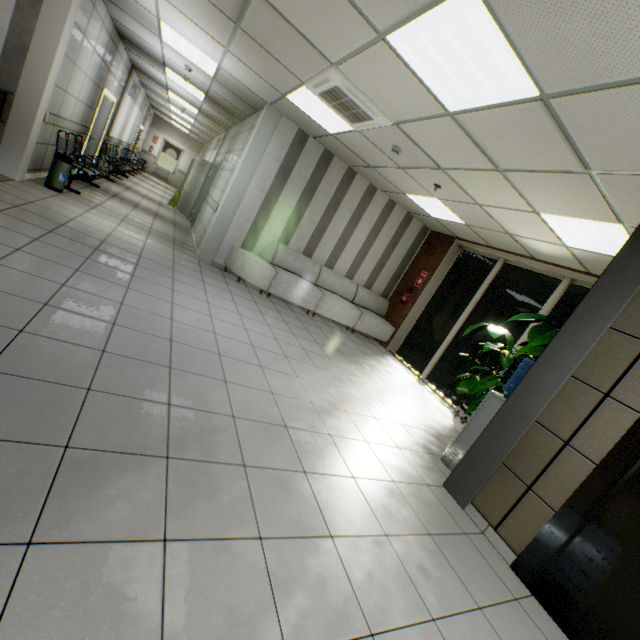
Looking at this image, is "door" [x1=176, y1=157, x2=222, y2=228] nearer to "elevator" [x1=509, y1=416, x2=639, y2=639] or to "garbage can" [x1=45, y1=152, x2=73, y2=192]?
"garbage can" [x1=45, y1=152, x2=73, y2=192]

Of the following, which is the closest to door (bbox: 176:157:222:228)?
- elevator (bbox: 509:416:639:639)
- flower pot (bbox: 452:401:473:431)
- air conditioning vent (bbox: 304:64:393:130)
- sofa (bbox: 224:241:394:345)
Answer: sofa (bbox: 224:241:394:345)

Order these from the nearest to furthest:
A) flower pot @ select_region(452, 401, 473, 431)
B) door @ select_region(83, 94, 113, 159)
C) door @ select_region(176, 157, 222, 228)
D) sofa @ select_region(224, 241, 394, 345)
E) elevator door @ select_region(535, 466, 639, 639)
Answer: elevator door @ select_region(535, 466, 639, 639) → flower pot @ select_region(452, 401, 473, 431) → sofa @ select_region(224, 241, 394, 345) → door @ select_region(83, 94, 113, 159) → door @ select_region(176, 157, 222, 228)

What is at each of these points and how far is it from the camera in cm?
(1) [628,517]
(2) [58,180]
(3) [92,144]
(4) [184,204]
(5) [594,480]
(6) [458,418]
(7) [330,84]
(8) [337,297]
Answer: (1) elevator door, 233
(2) garbage can, 572
(3) door, 862
(4) door, 1145
(5) elevator, 243
(6) flower pot, 520
(7) air conditioning vent, 390
(8) sofa, 763

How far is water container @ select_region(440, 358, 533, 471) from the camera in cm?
351

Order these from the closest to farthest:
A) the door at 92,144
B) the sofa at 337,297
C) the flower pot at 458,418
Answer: the flower pot at 458,418, the sofa at 337,297, the door at 92,144

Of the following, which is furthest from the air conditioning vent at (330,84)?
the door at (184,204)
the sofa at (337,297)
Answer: the door at (184,204)

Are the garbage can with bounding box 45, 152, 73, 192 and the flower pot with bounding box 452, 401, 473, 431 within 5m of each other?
no
